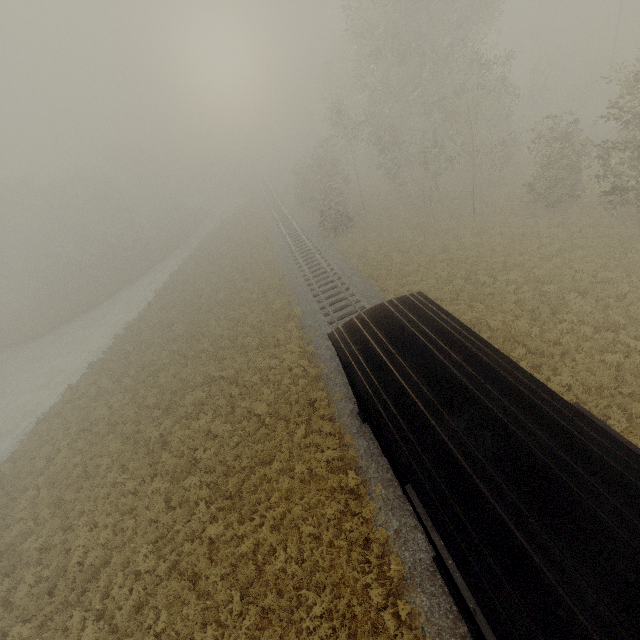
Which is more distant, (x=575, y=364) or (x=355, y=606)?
(x=575, y=364)
